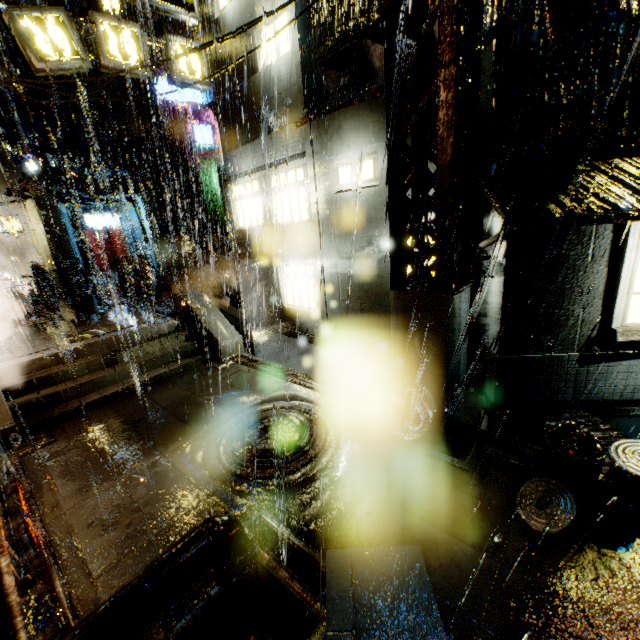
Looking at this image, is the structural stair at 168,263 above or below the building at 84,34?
below

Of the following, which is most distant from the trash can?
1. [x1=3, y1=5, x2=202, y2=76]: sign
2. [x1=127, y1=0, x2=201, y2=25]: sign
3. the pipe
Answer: [x1=127, y1=0, x2=201, y2=25]: sign

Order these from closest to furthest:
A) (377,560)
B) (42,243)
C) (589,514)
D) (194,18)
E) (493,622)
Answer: (377,560)
(493,622)
(589,514)
(194,18)
(42,243)

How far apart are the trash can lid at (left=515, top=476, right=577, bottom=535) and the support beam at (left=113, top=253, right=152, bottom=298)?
17.3 meters

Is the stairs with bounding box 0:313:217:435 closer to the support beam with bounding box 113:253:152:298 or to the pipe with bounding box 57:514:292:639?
the support beam with bounding box 113:253:152:298

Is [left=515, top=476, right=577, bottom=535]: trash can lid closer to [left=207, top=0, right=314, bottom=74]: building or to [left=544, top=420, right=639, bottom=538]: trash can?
[left=544, top=420, right=639, bottom=538]: trash can

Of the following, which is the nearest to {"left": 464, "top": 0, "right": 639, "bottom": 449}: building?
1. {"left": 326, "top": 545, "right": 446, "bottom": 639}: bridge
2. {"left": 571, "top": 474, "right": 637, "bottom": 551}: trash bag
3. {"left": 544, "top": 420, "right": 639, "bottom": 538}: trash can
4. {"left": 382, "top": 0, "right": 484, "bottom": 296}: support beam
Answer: {"left": 326, "top": 545, "right": 446, "bottom": 639}: bridge

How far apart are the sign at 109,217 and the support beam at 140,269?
Answer: 12.74m
